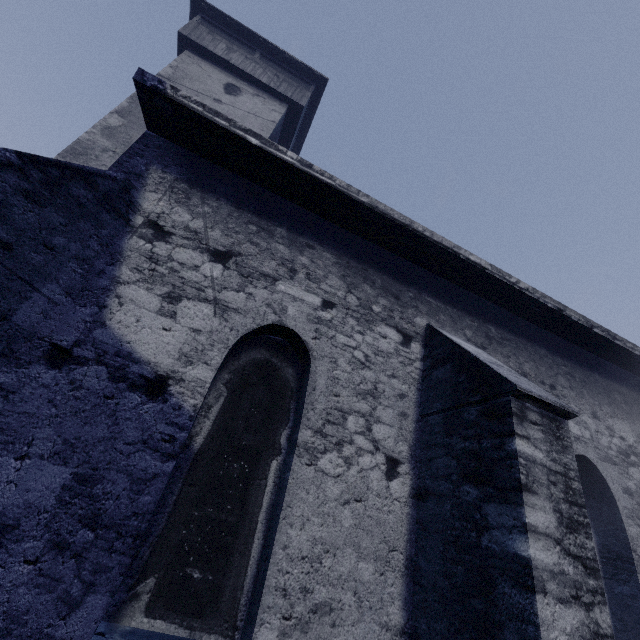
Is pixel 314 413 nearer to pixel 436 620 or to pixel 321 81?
pixel 436 620
